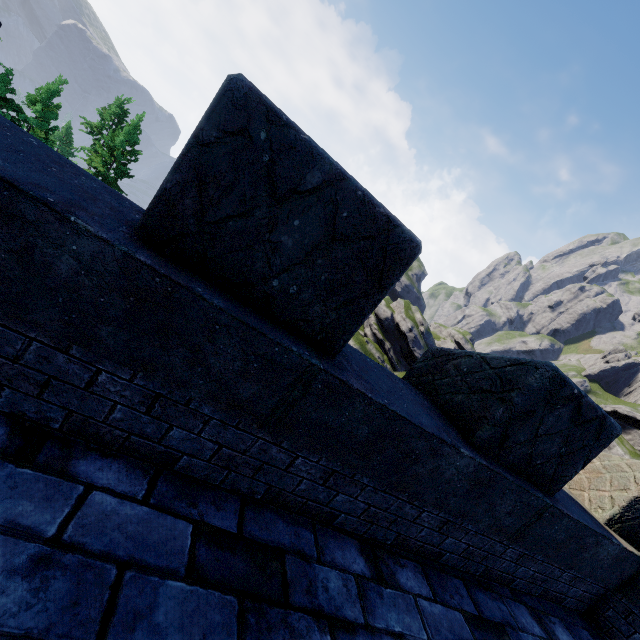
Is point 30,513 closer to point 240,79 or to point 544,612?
point 240,79
